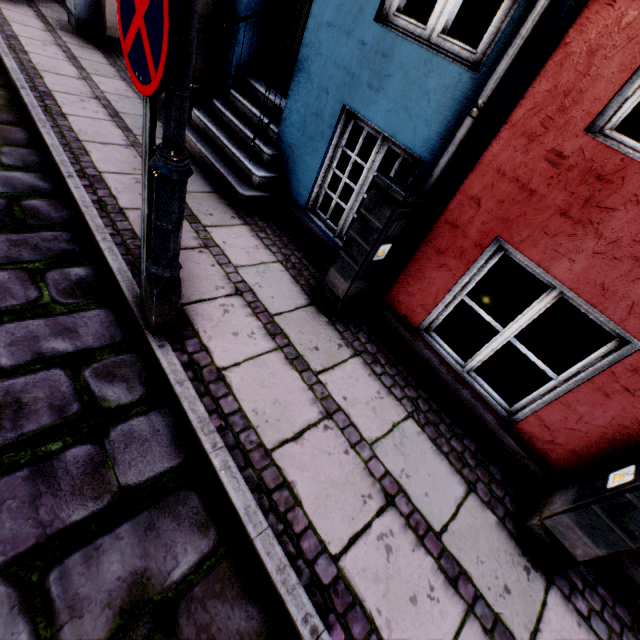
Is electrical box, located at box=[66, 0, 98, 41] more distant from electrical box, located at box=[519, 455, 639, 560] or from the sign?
electrical box, located at box=[519, 455, 639, 560]

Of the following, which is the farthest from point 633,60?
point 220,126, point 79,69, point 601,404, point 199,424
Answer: point 79,69

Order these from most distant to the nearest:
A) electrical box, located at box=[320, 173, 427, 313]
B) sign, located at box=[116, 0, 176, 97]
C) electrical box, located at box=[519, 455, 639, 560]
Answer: electrical box, located at box=[320, 173, 427, 313], electrical box, located at box=[519, 455, 639, 560], sign, located at box=[116, 0, 176, 97]

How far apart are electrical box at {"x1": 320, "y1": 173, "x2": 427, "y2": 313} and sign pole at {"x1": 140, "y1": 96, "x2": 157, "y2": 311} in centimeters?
151cm

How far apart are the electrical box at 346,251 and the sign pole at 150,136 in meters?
1.5 m

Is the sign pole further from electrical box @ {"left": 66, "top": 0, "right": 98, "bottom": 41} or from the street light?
electrical box @ {"left": 66, "top": 0, "right": 98, "bottom": 41}

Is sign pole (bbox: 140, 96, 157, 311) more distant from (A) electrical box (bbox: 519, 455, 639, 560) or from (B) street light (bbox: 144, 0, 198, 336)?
(A) electrical box (bbox: 519, 455, 639, 560)

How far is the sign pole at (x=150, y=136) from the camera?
1.5m
